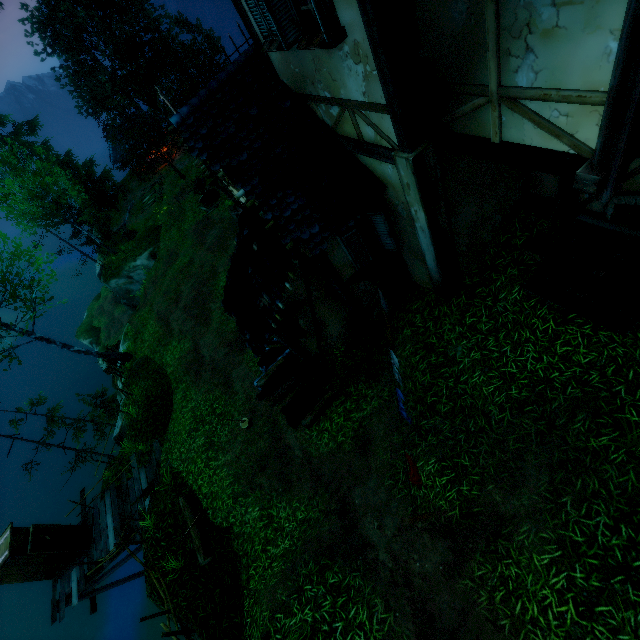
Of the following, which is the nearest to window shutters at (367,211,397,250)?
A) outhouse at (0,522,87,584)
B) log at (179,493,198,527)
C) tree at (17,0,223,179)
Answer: log at (179,493,198,527)

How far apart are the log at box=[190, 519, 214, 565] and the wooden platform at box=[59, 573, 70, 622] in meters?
5.9

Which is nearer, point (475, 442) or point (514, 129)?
point (514, 129)

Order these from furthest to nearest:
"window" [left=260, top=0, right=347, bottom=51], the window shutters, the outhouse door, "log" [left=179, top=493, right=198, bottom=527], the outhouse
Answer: the outhouse door < the outhouse < "log" [left=179, top=493, right=198, bottom=527] < the window shutters < "window" [left=260, top=0, right=347, bottom=51]

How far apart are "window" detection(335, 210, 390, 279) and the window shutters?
0.1 meters

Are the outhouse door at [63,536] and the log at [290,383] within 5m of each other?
no

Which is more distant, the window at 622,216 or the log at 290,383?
the log at 290,383

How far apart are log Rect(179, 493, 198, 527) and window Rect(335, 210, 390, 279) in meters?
8.9
